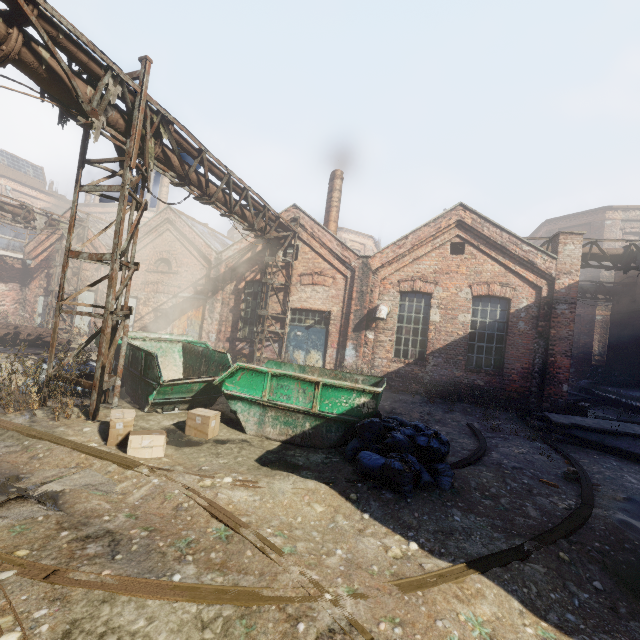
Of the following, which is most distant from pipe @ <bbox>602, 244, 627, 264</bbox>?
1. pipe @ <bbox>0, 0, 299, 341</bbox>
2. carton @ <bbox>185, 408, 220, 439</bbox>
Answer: carton @ <bbox>185, 408, 220, 439</bbox>

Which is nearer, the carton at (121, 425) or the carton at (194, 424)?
the carton at (121, 425)

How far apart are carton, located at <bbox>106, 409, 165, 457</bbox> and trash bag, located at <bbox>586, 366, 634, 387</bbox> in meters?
21.2

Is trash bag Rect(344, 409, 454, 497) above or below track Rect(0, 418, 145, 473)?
above

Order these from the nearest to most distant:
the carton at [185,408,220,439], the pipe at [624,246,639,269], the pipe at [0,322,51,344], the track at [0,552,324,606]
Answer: the track at [0,552,324,606]
the carton at [185,408,220,439]
the pipe at [624,246,639,269]
the pipe at [0,322,51,344]

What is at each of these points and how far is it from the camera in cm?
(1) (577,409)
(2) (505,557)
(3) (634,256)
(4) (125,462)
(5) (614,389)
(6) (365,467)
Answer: (1) pallet, 1114
(2) track, 350
(3) pipe, 1171
(4) track, 454
(5) building, 1584
(6) trash bag, 496

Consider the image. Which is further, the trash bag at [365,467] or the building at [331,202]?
the building at [331,202]

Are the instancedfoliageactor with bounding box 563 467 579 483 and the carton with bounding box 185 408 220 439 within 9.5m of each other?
yes
